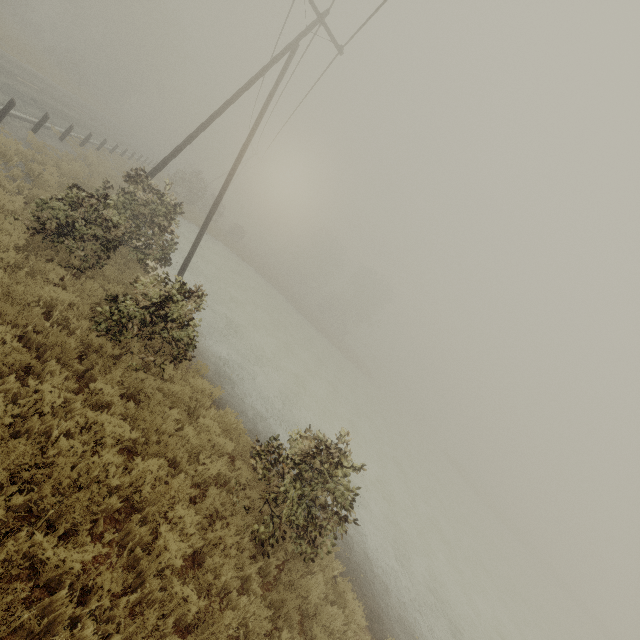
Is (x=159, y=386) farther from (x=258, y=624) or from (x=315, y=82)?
(x=315, y=82)
